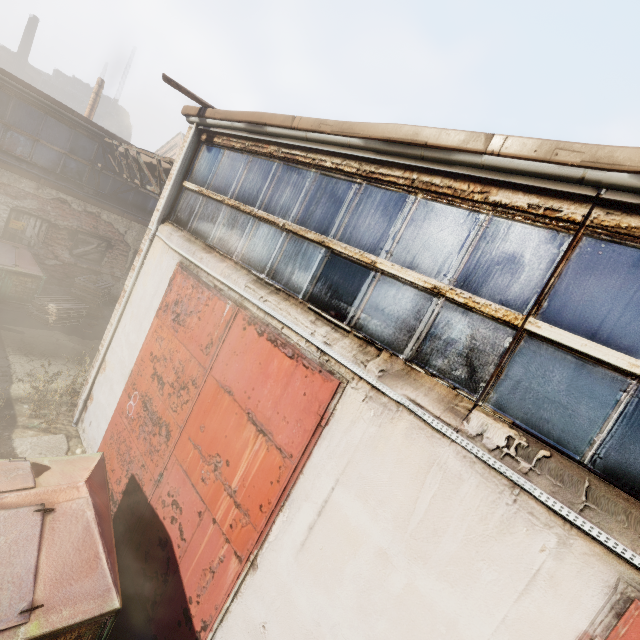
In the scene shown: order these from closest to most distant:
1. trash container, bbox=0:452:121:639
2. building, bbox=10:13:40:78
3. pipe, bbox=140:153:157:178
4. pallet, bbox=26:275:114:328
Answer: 1. trash container, bbox=0:452:121:639
2. pipe, bbox=140:153:157:178
3. pallet, bbox=26:275:114:328
4. building, bbox=10:13:40:78

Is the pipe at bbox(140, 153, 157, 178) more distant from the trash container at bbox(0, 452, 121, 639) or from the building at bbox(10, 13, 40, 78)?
the building at bbox(10, 13, 40, 78)

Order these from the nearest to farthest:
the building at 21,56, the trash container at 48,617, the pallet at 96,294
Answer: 1. the trash container at 48,617
2. the pallet at 96,294
3. the building at 21,56

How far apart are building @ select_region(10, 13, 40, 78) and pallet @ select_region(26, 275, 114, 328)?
44.8 meters

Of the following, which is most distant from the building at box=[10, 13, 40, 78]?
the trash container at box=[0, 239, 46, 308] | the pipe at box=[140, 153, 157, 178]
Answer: the trash container at box=[0, 239, 46, 308]

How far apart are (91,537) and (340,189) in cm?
465

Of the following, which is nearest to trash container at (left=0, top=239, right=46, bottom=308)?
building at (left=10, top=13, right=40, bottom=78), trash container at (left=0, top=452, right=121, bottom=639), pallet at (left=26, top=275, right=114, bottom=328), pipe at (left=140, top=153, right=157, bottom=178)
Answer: pallet at (left=26, top=275, right=114, bottom=328)

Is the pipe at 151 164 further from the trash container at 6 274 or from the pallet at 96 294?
the pallet at 96 294
